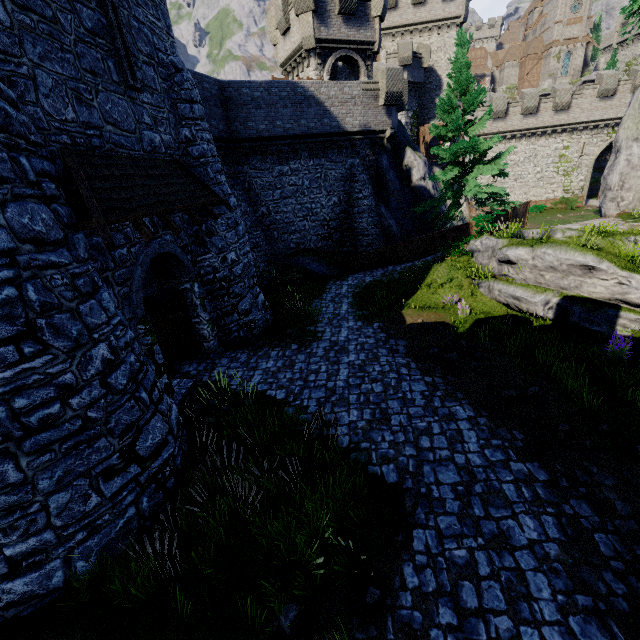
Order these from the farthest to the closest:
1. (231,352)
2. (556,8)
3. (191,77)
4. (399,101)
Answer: (556,8), (399,101), (231,352), (191,77)

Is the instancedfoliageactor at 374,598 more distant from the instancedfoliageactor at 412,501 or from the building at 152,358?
the building at 152,358

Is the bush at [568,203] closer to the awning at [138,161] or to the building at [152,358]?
the awning at [138,161]

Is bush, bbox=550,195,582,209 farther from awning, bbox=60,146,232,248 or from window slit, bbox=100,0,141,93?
window slit, bbox=100,0,141,93

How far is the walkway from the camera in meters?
35.0 m

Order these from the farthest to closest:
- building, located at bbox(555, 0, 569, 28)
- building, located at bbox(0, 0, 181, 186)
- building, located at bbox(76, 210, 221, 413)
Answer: building, located at bbox(555, 0, 569, 28) < building, located at bbox(76, 210, 221, 413) < building, located at bbox(0, 0, 181, 186)

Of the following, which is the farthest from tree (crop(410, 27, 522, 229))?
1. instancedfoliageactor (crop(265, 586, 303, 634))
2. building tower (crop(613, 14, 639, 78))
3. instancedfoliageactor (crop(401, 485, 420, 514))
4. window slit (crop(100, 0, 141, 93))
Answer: building tower (crop(613, 14, 639, 78))

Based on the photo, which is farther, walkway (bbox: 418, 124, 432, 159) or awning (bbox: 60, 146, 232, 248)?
walkway (bbox: 418, 124, 432, 159)
